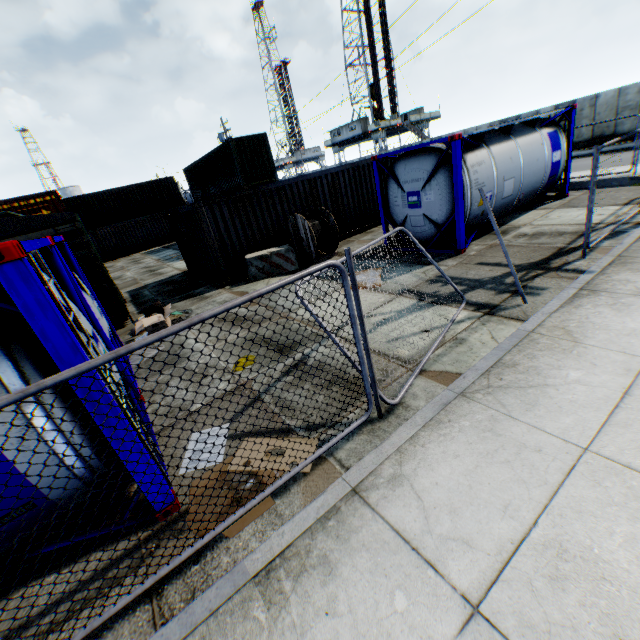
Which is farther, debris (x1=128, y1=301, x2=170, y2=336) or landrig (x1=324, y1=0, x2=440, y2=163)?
landrig (x1=324, y1=0, x2=440, y2=163)

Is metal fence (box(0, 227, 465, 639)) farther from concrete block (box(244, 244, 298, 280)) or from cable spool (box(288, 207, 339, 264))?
concrete block (box(244, 244, 298, 280))

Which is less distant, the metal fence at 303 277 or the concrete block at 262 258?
the metal fence at 303 277

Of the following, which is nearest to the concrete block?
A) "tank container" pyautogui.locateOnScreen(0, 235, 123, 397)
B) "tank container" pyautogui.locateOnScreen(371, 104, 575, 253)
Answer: "tank container" pyautogui.locateOnScreen(371, 104, 575, 253)

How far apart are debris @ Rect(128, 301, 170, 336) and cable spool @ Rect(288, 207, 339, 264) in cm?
507

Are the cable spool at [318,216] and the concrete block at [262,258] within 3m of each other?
yes

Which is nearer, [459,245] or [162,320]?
[162,320]

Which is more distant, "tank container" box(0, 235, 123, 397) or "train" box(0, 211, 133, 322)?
"train" box(0, 211, 133, 322)
